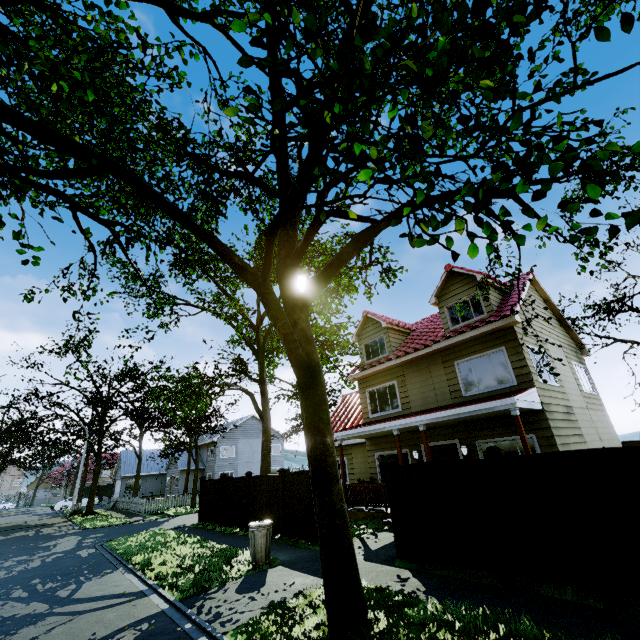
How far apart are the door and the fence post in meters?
5.9

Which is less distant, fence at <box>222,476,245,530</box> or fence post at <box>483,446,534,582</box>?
fence post at <box>483,446,534,582</box>

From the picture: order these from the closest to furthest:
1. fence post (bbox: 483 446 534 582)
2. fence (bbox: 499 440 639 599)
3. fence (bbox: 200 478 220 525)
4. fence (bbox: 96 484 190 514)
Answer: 1. fence (bbox: 499 440 639 599)
2. fence post (bbox: 483 446 534 582)
3. fence (bbox: 200 478 220 525)
4. fence (bbox: 96 484 190 514)

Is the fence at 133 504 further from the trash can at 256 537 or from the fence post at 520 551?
the trash can at 256 537

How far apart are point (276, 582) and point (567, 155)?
8.9m

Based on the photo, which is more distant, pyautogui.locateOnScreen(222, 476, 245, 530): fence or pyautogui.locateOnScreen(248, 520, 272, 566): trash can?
pyautogui.locateOnScreen(222, 476, 245, 530): fence

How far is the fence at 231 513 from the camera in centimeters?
1412cm

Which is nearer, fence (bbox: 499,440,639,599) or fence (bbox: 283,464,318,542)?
fence (bbox: 499,440,639,599)
